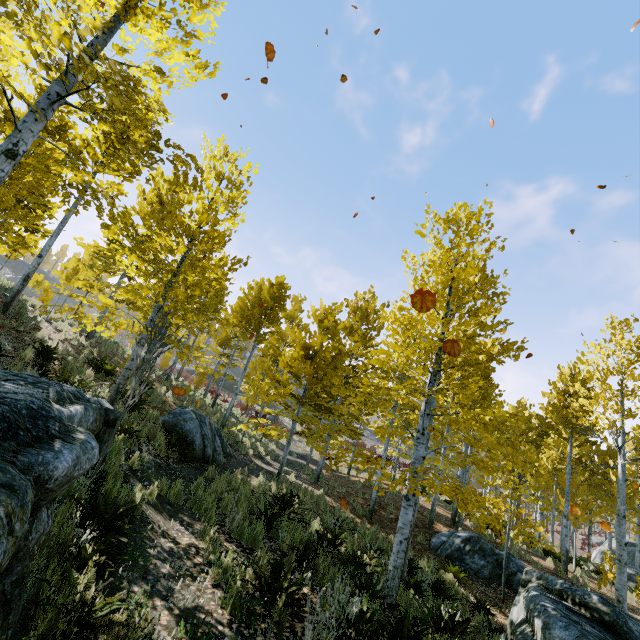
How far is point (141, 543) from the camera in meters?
4.3

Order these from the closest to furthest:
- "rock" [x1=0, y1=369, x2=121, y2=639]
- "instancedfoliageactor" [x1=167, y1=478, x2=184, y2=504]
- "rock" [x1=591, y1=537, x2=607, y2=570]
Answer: "rock" [x1=0, y1=369, x2=121, y2=639], "instancedfoliageactor" [x1=167, y1=478, x2=184, y2=504], "rock" [x1=591, y1=537, x2=607, y2=570]

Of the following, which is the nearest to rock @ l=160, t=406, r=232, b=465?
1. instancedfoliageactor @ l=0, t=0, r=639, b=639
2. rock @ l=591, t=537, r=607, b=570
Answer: instancedfoliageactor @ l=0, t=0, r=639, b=639

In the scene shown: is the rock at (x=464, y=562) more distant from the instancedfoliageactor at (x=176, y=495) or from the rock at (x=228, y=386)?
the rock at (x=228, y=386)

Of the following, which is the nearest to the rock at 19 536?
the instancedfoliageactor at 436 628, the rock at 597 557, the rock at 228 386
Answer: the instancedfoliageactor at 436 628

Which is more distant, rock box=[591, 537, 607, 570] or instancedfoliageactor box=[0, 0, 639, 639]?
rock box=[591, 537, 607, 570]

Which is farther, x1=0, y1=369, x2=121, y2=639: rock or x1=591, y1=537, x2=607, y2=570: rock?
x1=591, y1=537, x2=607, y2=570: rock
